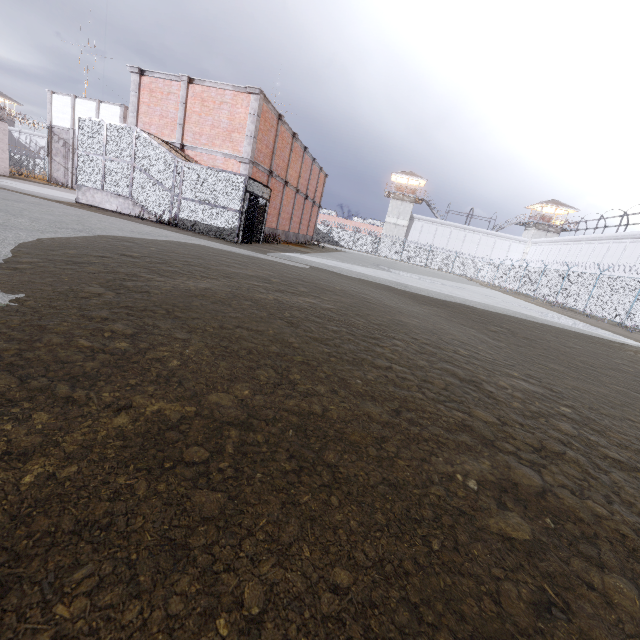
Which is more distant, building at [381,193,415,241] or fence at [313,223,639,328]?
building at [381,193,415,241]

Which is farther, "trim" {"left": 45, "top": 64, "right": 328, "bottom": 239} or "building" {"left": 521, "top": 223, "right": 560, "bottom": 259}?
"building" {"left": 521, "top": 223, "right": 560, "bottom": 259}

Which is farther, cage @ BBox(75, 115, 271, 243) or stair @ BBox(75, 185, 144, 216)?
stair @ BBox(75, 185, 144, 216)

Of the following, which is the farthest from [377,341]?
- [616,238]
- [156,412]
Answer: [616,238]

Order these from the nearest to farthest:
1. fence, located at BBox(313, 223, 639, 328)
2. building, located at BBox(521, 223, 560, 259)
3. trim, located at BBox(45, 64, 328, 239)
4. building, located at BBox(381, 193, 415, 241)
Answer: trim, located at BBox(45, 64, 328, 239)
fence, located at BBox(313, 223, 639, 328)
building, located at BBox(521, 223, 560, 259)
building, located at BBox(381, 193, 415, 241)

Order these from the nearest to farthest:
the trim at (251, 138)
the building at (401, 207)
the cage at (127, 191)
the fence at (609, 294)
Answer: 1. the cage at (127, 191)
2. the trim at (251, 138)
3. the fence at (609, 294)
4. the building at (401, 207)

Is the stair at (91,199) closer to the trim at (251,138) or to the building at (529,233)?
the trim at (251,138)

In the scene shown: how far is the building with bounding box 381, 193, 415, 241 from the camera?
56.0m
